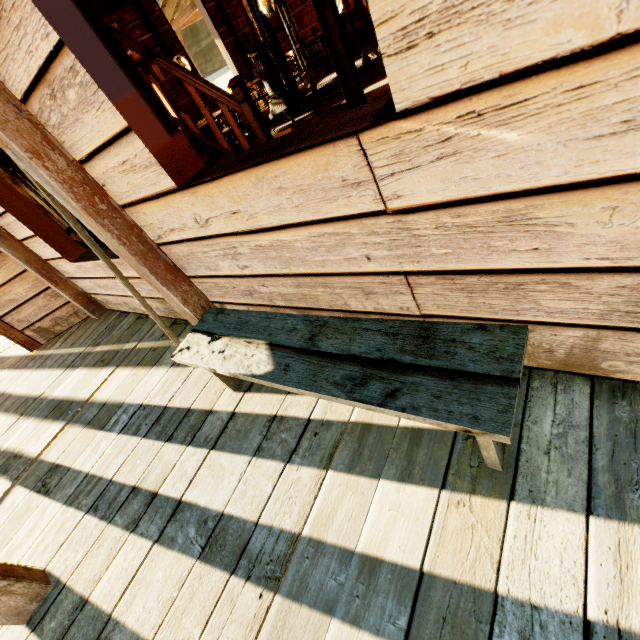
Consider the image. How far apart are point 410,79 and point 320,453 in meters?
1.4 m

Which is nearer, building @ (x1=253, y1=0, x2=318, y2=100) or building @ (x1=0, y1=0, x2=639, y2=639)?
building @ (x1=0, y1=0, x2=639, y2=639)

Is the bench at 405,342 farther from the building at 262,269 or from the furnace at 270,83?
the furnace at 270,83

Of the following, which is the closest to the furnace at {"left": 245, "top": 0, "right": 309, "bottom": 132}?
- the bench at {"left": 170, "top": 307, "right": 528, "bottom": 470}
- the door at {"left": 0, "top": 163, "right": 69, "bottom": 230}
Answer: the door at {"left": 0, "top": 163, "right": 69, "bottom": 230}

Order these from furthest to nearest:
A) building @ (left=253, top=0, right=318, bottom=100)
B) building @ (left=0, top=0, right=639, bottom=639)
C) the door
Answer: building @ (left=253, top=0, right=318, bottom=100) < the door < building @ (left=0, top=0, right=639, bottom=639)

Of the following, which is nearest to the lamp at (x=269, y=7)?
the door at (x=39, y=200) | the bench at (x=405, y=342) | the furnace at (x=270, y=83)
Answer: the furnace at (x=270, y=83)

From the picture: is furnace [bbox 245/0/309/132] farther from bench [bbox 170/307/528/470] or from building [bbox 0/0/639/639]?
bench [bbox 170/307/528/470]

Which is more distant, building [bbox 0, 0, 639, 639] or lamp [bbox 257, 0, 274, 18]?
lamp [bbox 257, 0, 274, 18]
